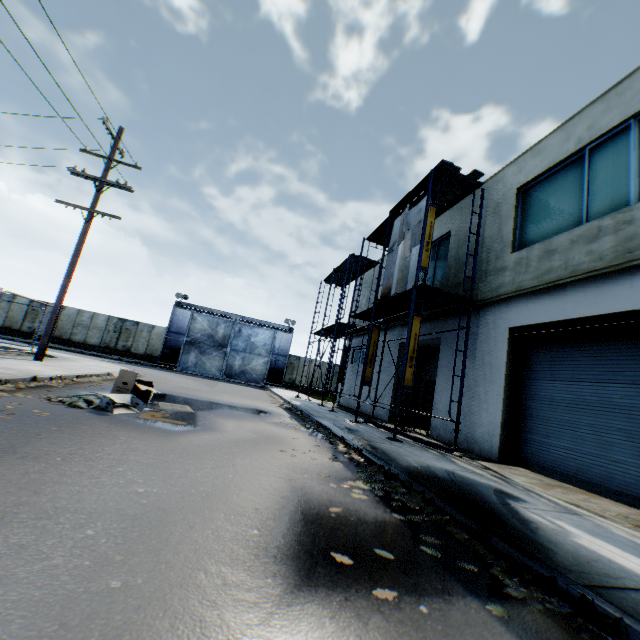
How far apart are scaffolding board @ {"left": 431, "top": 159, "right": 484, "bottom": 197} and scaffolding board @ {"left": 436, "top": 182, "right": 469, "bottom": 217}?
0.1m

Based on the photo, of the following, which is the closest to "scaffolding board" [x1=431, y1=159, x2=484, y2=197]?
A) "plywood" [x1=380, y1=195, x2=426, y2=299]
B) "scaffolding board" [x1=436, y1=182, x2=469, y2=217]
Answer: "scaffolding board" [x1=436, y1=182, x2=469, y2=217]

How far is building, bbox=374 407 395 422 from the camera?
15.57m

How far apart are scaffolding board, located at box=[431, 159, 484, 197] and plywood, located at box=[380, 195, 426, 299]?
0.7 meters

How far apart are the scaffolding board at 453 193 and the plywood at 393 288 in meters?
0.5 m

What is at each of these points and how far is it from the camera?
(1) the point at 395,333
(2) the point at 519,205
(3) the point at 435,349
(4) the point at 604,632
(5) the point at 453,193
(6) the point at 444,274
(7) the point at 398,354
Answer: (1) building, 17.2m
(2) building, 10.6m
(3) building, 15.8m
(4) leaf decal, 2.3m
(5) scaffolding board, 11.9m
(6) building, 14.0m
(7) building, 16.4m

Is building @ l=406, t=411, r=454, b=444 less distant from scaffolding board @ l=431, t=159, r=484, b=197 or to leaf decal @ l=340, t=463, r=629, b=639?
scaffolding board @ l=431, t=159, r=484, b=197

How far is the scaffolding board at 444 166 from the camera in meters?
10.6
